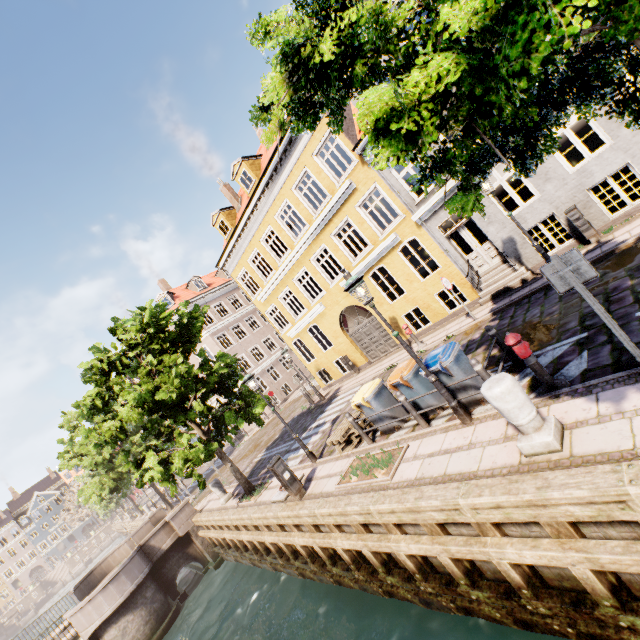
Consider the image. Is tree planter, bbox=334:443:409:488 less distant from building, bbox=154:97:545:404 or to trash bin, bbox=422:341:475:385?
trash bin, bbox=422:341:475:385

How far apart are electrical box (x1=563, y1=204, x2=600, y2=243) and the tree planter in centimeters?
851cm

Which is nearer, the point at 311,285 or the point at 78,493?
the point at 78,493

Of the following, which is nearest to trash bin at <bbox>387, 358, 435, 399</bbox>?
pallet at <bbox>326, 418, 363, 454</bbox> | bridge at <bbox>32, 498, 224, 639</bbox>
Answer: pallet at <bbox>326, 418, 363, 454</bbox>

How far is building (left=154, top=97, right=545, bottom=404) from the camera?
12.6m

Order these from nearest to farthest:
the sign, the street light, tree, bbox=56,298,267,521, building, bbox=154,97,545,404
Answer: the sign, the street light, tree, bbox=56,298,267,521, building, bbox=154,97,545,404

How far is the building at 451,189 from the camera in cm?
1141

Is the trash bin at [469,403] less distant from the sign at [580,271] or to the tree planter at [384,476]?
the tree planter at [384,476]
